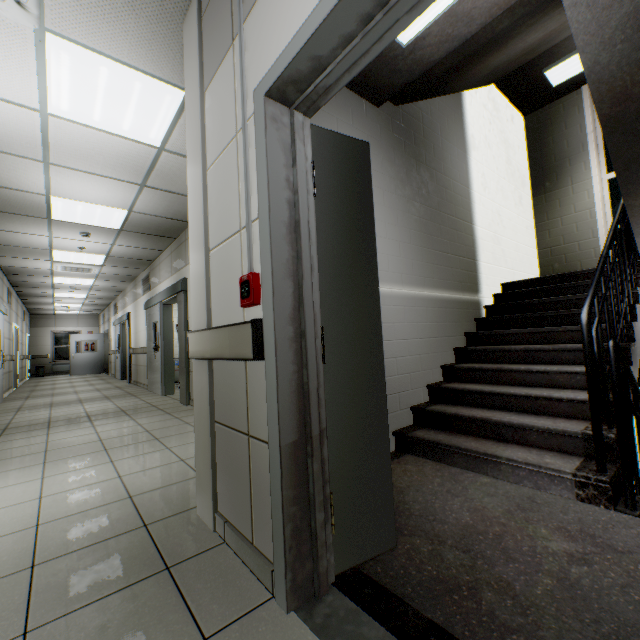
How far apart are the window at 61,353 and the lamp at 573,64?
22.34m

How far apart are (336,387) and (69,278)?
11.0 meters

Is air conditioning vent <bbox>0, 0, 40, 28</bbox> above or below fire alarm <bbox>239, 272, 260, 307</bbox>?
above

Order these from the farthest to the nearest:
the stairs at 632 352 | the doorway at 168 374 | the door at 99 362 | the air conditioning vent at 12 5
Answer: the door at 99 362, the doorway at 168 374, the stairs at 632 352, the air conditioning vent at 12 5

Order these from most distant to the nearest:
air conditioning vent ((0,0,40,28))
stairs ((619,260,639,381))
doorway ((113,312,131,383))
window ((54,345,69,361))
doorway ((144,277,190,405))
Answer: window ((54,345,69,361))
doorway ((113,312,131,383))
doorway ((144,277,190,405))
stairs ((619,260,639,381))
air conditioning vent ((0,0,40,28))

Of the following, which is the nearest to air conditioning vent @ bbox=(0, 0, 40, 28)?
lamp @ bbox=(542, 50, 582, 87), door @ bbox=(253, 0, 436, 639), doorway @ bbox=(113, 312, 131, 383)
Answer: door @ bbox=(253, 0, 436, 639)

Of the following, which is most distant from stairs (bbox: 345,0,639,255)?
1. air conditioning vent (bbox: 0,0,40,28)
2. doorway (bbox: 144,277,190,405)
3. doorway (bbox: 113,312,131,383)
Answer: doorway (bbox: 113,312,131,383)

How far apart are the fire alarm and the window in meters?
21.4
